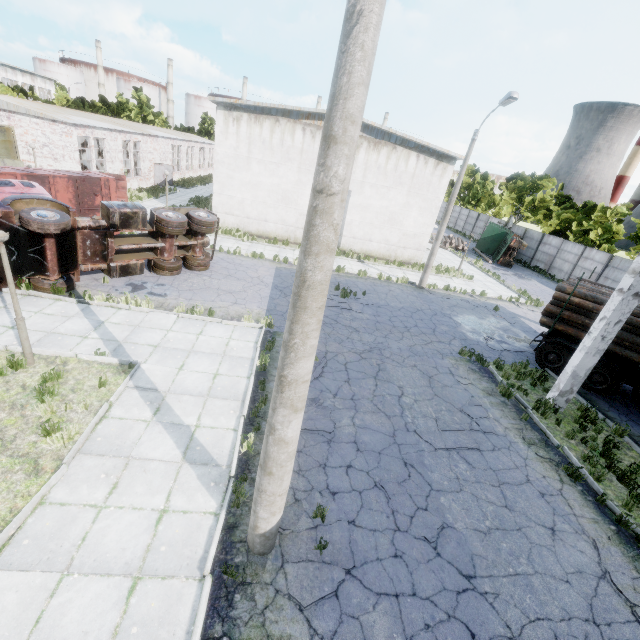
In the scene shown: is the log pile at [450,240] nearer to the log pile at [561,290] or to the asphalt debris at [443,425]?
the log pile at [561,290]

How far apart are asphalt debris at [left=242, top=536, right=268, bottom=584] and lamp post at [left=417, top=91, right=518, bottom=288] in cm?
1779

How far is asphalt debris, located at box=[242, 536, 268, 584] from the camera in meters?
5.0 m

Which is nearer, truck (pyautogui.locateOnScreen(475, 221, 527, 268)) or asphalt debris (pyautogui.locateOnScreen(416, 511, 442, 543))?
asphalt debris (pyautogui.locateOnScreen(416, 511, 442, 543))

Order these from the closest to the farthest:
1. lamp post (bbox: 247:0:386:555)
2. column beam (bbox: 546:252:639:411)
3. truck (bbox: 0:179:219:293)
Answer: lamp post (bbox: 247:0:386:555) < column beam (bbox: 546:252:639:411) < truck (bbox: 0:179:219:293)

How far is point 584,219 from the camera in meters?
32.3

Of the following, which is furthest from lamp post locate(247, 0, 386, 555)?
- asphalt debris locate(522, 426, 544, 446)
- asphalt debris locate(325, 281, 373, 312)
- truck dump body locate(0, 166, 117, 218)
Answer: truck dump body locate(0, 166, 117, 218)

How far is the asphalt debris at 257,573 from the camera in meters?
5.0 m
